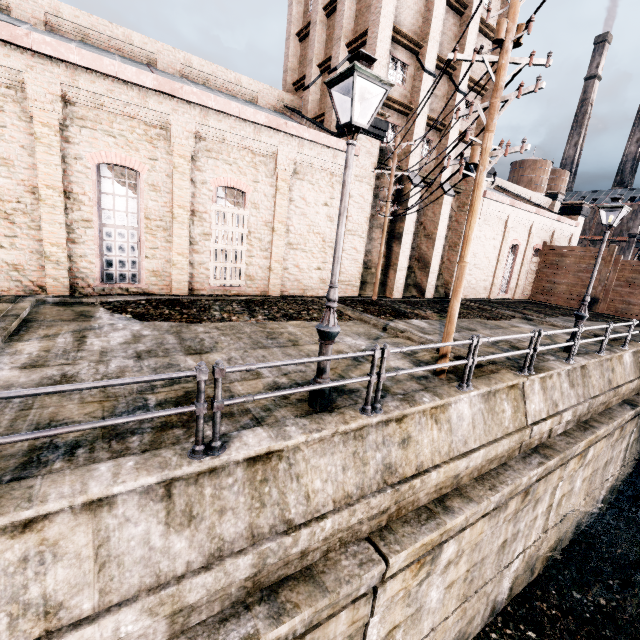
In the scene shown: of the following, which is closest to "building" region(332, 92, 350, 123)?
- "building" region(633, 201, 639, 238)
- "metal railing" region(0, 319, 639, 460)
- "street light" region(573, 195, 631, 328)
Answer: "street light" region(573, 195, 631, 328)

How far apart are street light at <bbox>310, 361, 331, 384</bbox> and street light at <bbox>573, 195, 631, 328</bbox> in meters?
11.1

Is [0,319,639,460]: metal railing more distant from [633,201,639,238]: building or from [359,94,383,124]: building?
[633,201,639,238]: building

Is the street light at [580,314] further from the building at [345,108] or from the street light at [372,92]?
the street light at [372,92]

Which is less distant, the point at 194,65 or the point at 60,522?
the point at 60,522

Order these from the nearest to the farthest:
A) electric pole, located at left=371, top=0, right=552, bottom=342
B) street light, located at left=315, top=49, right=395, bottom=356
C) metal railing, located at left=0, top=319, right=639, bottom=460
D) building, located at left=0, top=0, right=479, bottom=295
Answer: metal railing, located at left=0, top=319, right=639, bottom=460 < street light, located at left=315, top=49, right=395, bottom=356 < electric pole, located at left=371, top=0, right=552, bottom=342 < building, located at left=0, top=0, right=479, bottom=295

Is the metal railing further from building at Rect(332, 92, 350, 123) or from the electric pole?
building at Rect(332, 92, 350, 123)

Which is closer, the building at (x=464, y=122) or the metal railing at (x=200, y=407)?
the metal railing at (x=200, y=407)
